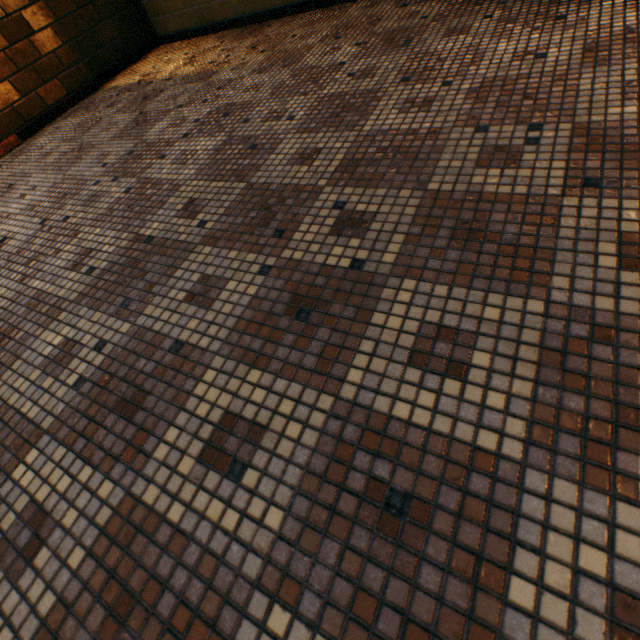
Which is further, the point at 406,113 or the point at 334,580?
the point at 406,113
